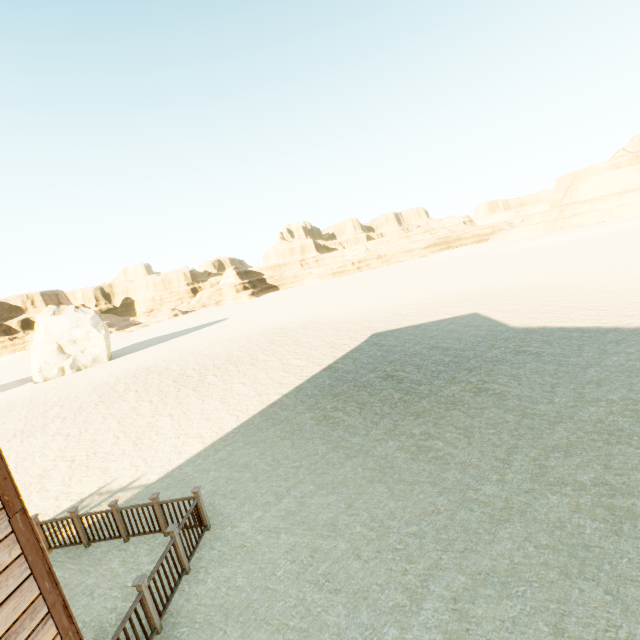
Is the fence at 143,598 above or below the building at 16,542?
below

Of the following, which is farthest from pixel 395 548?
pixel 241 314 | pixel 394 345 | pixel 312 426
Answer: pixel 241 314

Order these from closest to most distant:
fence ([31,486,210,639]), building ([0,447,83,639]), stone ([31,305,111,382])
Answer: building ([0,447,83,639])
fence ([31,486,210,639])
stone ([31,305,111,382])

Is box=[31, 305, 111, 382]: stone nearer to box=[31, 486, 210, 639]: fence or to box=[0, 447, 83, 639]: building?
box=[31, 486, 210, 639]: fence

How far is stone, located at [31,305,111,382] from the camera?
32.1 meters

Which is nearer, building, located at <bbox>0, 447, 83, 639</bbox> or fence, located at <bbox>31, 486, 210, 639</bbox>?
building, located at <bbox>0, 447, 83, 639</bbox>

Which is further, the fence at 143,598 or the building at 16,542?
the fence at 143,598

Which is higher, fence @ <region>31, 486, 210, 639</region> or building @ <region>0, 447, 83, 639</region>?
building @ <region>0, 447, 83, 639</region>
